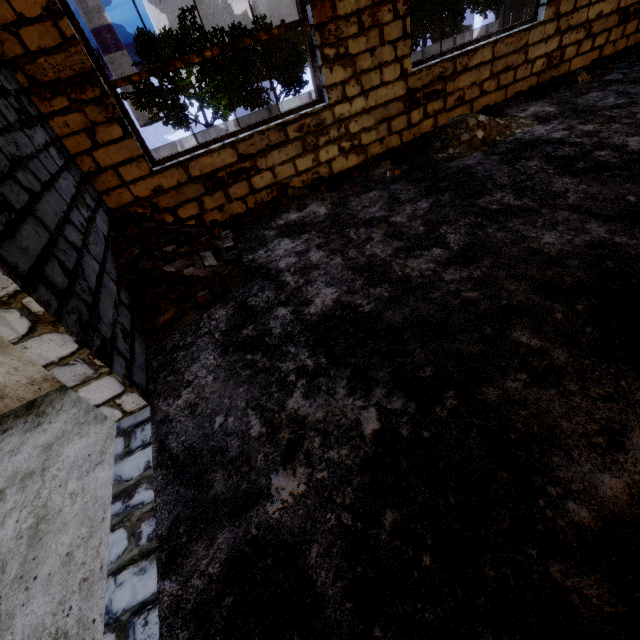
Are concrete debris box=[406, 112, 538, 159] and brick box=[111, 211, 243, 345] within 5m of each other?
yes

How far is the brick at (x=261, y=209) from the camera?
5.2 meters

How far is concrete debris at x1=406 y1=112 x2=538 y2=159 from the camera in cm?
512

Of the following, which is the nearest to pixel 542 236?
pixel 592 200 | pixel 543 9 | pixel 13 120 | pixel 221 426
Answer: pixel 592 200

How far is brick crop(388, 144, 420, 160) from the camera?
5.4 meters

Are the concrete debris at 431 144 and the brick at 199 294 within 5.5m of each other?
yes

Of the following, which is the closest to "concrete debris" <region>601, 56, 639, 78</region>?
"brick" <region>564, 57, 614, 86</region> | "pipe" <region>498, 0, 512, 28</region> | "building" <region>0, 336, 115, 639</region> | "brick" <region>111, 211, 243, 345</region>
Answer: "brick" <region>564, 57, 614, 86</region>

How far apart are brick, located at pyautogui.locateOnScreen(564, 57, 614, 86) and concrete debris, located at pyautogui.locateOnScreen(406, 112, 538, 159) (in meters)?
2.15
